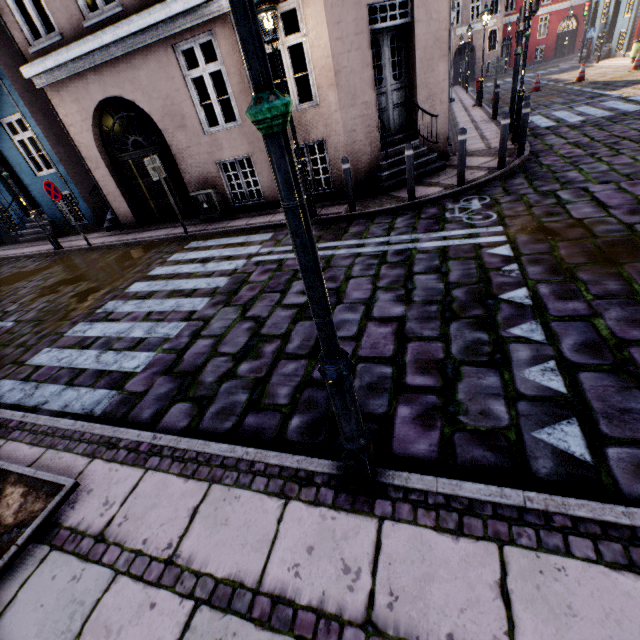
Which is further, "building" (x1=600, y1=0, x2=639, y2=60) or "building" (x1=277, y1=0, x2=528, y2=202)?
"building" (x1=600, y1=0, x2=639, y2=60)

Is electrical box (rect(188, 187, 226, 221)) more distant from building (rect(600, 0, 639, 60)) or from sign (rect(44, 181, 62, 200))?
sign (rect(44, 181, 62, 200))

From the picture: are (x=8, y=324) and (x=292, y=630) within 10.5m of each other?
yes

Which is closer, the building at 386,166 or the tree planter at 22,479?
the tree planter at 22,479

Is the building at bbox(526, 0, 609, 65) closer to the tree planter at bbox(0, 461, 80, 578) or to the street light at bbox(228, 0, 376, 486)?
the street light at bbox(228, 0, 376, 486)

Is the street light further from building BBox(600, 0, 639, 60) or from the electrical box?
the electrical box

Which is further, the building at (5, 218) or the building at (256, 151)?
the building at (5, 218)

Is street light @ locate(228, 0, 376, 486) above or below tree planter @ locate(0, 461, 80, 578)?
above
